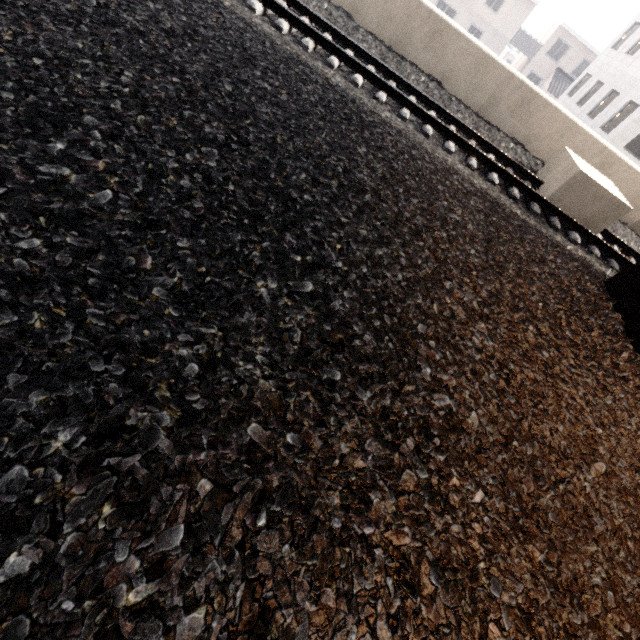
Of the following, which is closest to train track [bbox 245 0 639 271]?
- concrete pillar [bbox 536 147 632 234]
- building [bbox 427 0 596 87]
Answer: concrete pillar [bbox 536 147 632 234]

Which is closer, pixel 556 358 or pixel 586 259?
pixel 556 358

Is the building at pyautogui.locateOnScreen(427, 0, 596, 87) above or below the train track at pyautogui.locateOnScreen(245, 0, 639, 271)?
above

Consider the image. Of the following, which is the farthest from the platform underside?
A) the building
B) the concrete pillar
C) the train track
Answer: the building

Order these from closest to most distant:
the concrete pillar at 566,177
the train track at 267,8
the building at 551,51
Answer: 1. the train track at 267,8
2. the concrete pillar at 566,177
3. the building at 551,51

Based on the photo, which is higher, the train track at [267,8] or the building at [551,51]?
the building at [551,51]

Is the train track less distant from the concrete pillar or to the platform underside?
the concrete pillar
